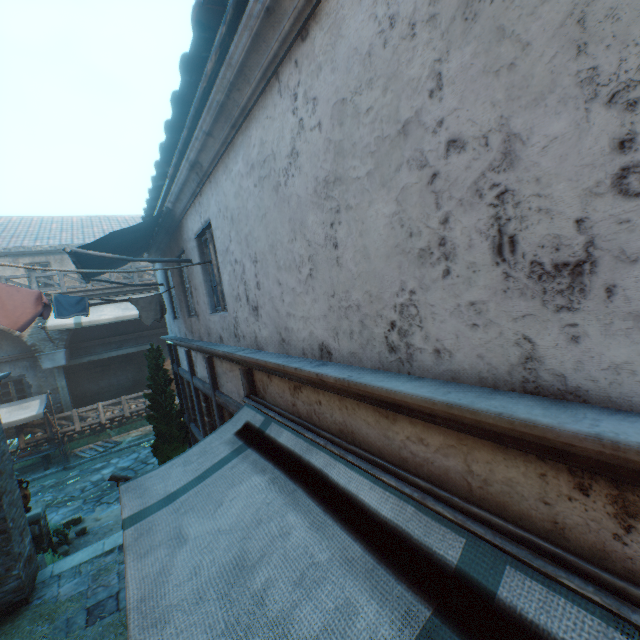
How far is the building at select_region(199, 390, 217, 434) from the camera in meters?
7.3

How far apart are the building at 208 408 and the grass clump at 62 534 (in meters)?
4.67

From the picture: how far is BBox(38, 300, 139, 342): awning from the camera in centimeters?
1354cm

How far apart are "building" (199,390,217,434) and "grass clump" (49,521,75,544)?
4.7m

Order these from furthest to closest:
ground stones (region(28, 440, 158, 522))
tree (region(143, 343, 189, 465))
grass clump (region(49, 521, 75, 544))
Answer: ground stones (region(28, 440, 158, 522)) → tree (region(143, 343, 189, 465)) → grass clump (region(49, 521, 75, 544))

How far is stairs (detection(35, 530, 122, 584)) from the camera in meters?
6.3 m

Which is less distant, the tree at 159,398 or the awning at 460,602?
the awning at 460,602

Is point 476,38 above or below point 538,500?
above
